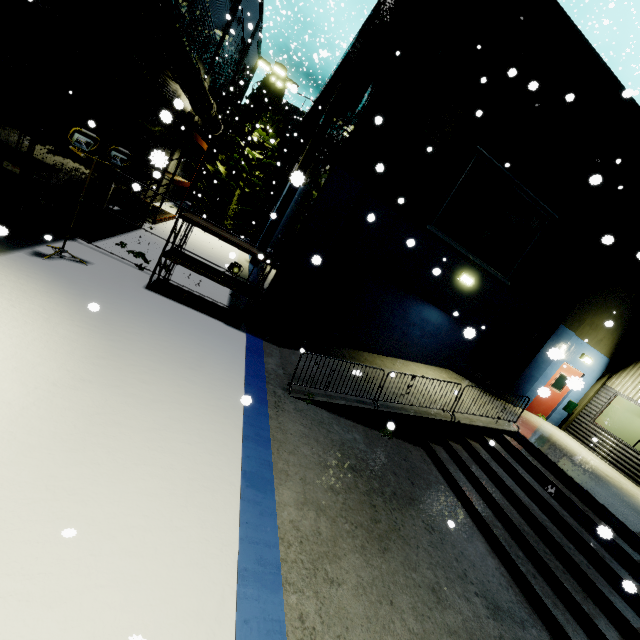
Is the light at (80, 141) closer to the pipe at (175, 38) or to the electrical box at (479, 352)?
the pipe at (175, 38)

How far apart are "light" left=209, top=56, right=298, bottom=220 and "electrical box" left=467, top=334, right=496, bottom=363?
16.4m

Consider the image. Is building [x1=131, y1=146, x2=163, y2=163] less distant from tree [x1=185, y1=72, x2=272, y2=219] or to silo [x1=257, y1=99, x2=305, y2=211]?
tree [x1=185, y1=72, x2=272, y2=219]

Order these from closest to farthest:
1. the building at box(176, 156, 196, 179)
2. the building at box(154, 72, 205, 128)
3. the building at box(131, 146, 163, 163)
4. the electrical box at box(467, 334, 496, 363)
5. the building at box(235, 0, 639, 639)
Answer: the building at box(131, 146, 163, 163)
the building at box(235, 0, 639, 639)
the building at box(154, 72, 205, 128)
the electrical box at box(467, 334, 496, 363)
the building at box(176, 156, 196, 179)

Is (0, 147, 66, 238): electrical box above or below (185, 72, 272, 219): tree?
below

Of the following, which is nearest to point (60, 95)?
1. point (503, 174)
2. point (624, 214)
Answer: point (503, 174)

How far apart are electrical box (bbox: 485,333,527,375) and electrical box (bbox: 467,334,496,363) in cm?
41

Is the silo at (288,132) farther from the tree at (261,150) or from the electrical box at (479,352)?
the electrical box at (479,352)
